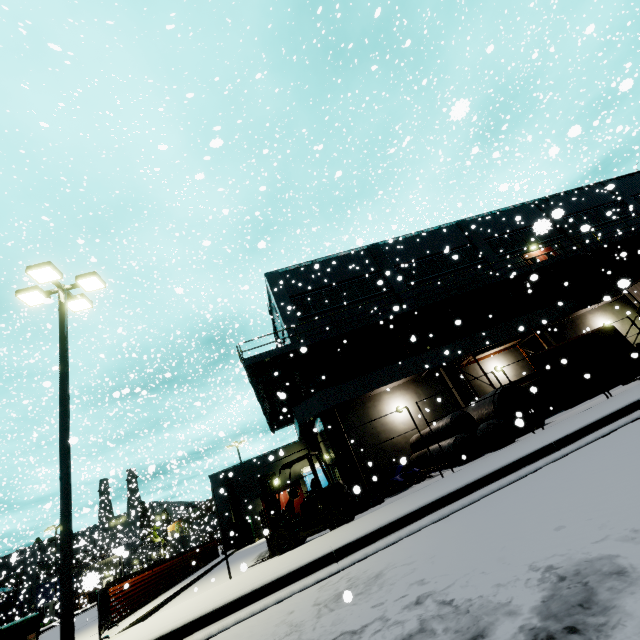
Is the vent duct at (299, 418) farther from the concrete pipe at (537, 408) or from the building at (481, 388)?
the concrete pipe at (537, 408)

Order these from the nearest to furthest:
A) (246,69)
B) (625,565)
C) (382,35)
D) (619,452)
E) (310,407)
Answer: (625,565) → (619,452) → (310,407) → (246,69) → (382,35)

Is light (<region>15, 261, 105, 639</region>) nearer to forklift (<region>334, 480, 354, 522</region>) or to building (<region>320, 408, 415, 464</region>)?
building (<region>320, 408, 415, 464</region>)

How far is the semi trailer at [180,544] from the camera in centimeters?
5239cm

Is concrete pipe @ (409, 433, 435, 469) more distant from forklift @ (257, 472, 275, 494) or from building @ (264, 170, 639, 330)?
forklift @ (257, 472, 275, 494)

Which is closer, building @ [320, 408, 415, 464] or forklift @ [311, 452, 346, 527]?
forklift @ [311, 452, 346, 527]

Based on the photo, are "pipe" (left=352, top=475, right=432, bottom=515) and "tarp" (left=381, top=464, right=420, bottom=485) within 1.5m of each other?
yes

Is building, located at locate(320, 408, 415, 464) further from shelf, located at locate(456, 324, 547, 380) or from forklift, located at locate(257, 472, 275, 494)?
forklift, located at locate(257, 472, 275, 494)
